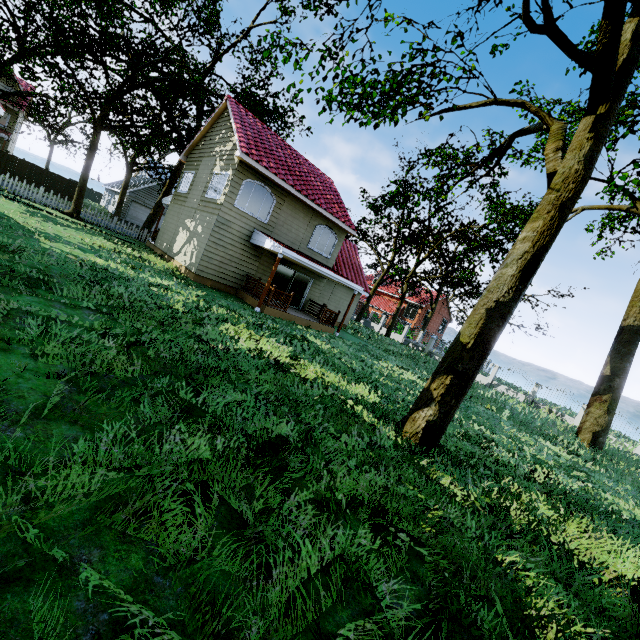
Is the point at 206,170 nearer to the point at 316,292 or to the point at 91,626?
the point at 316,292

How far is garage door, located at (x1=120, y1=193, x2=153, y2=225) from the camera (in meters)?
35.75

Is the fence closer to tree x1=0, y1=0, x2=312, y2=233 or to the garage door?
tree x1=0, y1=0, x2=312, y2=233

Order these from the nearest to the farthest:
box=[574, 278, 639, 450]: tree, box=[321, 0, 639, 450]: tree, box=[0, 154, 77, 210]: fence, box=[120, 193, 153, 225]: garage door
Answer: box=[321, 0, 639, 450]: tree, box=[574, 278, 639, 450]: tree, box=[0, 154, 77, 210]: fence, box=[120, 193, 153, 225]: garage door

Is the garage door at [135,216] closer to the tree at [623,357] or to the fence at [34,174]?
the tree at [623,357]

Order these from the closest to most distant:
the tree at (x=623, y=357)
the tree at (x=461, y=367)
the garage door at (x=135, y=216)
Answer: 1. the tree at (x=461, y=367)
2. the tree at (x=623, y=357)
3. the garage door at (x=135, y=216)
